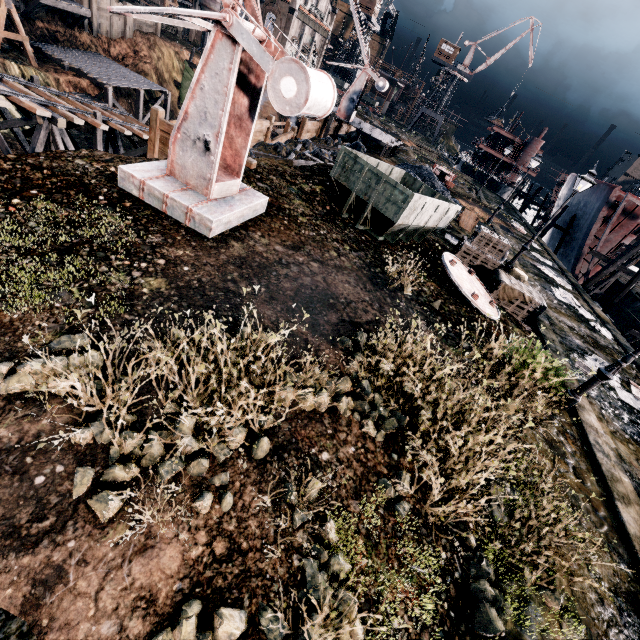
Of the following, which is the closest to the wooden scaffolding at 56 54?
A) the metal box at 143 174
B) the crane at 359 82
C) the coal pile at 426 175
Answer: the crane at 359 82

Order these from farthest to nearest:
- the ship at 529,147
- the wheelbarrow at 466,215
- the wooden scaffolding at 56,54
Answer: Result: the ship at 529,147 → the wooden scaffolding at 56,54 → the wheelbarrow at 466,215

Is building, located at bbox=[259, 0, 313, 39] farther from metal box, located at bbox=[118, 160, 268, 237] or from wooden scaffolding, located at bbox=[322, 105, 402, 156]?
metal box, located at bbox=[118, 160, 268, 237]

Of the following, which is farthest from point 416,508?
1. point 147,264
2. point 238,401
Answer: point 147,264

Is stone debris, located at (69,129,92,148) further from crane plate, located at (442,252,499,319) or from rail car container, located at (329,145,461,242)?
crane plate, located at (442,252,499,319)

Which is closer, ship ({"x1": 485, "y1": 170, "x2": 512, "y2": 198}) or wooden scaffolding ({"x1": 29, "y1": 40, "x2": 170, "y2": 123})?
wooden scaffolding ({"x1": 29, "y1": 40, "x2": 170, "y2": 123})

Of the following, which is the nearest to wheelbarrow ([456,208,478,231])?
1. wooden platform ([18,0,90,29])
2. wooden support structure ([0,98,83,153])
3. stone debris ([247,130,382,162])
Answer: stone debris ([247,130,382,162])

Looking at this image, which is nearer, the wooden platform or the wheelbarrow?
the wheelbarrow
